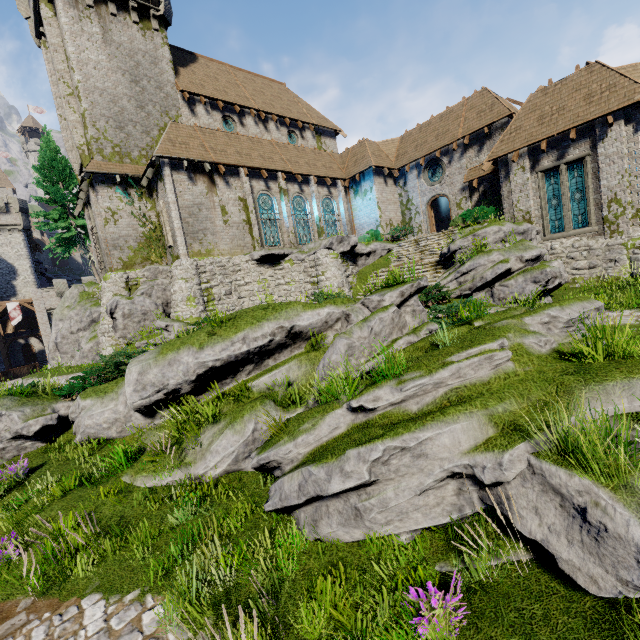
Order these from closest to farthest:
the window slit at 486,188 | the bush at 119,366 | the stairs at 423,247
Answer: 1. the bush at 119,366
2. the stairs at 423,247
3. the window slit at 486,188

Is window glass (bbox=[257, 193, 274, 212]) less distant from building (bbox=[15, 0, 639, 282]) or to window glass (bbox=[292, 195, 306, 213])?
building (bbox=[15, 0, 639, 282])

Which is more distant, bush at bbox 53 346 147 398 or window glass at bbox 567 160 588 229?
window glass at bbox 567 160 588 229

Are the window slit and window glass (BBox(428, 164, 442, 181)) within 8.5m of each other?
yes

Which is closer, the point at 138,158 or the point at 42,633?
the point at 42,633

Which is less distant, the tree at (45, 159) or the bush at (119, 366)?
the bush at (119, 366)

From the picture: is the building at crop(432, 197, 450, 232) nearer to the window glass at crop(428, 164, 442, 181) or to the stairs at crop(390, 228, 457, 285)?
the window glass at crop(428, 164, 442, 181)

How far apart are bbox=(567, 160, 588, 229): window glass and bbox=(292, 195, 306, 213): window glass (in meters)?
15.92
